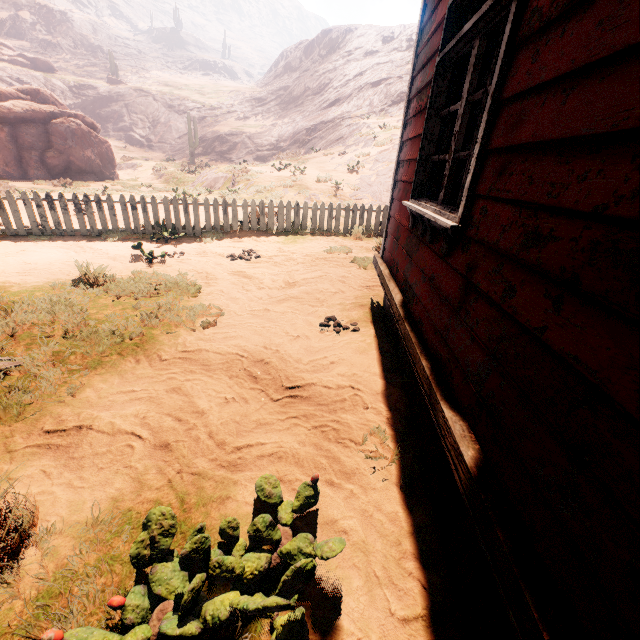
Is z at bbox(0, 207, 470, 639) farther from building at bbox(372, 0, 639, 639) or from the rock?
the rock

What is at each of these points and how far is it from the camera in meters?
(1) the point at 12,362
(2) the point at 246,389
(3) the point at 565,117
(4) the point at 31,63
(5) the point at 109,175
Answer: (1) building, 3.2 m
(2) z, 3.2 m
(3) building, 1.1 m
(4) rock, 43.4 m
(5) instancedfoliageactor, 22.6 m

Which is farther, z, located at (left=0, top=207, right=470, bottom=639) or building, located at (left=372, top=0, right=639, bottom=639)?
z, located at (left=0, top=207, right=470, bottom=639)

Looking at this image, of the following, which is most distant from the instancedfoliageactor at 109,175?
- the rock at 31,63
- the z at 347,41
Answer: the rock at 31,63

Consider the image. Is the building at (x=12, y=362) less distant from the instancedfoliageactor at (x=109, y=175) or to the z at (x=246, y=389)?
the z at (x=246, y=389)

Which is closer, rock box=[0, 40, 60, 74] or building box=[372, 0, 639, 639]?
building box=[372, 0, 639, 639]

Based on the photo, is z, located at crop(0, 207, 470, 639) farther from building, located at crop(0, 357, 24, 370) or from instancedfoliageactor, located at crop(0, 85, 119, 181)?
instancedfoliageactor, located at crop(0, 85, 119, 181)
